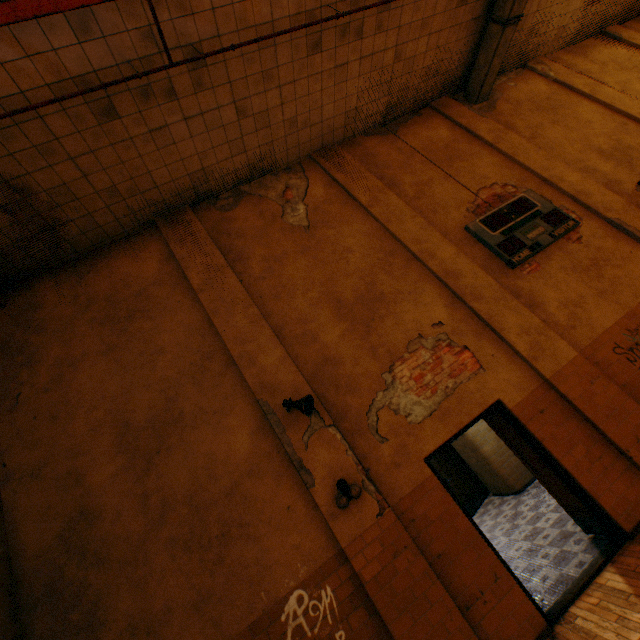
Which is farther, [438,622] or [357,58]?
[357,58]

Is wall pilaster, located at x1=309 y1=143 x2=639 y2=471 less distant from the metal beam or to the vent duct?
the metal beam

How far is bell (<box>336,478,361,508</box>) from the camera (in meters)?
4.21

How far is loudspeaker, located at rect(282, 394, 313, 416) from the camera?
4.55m

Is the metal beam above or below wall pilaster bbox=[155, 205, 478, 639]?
above

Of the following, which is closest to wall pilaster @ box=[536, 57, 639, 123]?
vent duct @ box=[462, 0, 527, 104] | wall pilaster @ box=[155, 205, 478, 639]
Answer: vent duct @ box=[462, 0, 527, 104]

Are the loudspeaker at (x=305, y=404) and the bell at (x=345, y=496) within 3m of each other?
yes

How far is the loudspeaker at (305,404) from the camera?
4.6 meters
